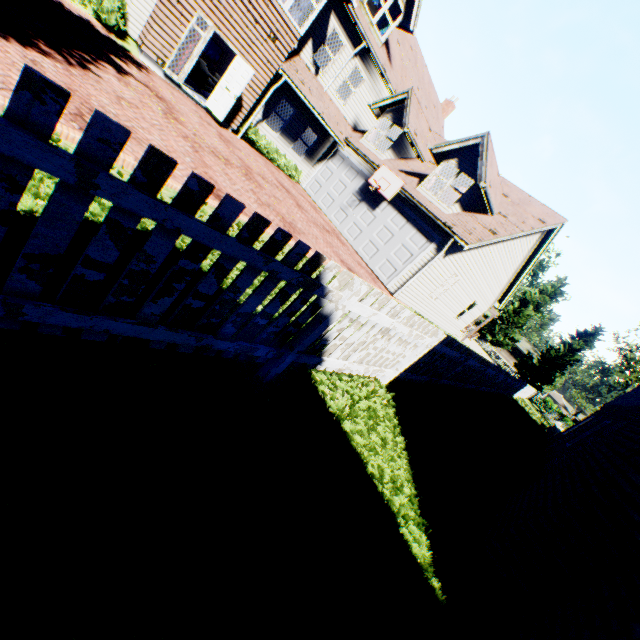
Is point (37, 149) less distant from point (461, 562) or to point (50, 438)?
point (50, 438)

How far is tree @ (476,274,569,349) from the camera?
42.5m

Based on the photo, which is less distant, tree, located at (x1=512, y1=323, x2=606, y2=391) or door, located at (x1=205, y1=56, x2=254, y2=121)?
door, located at (x1=205, y1=56, x2=254, y2=121)

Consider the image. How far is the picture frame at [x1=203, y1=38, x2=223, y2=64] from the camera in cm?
2036

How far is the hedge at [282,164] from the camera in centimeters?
1530cm

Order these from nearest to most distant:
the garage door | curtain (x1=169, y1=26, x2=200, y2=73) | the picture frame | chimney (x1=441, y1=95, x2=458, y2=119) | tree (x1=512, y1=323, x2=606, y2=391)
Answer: curtain (x1=169, y1=26, x2=200, y2=73) → the garage door → the picture frame → chimney (x1=441, y1=95, x2=458, y2=119) → tree (x1=512, y1=323, x2=606, y2=391)

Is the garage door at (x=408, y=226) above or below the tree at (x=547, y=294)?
below

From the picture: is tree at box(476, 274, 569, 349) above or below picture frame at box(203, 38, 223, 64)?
above
